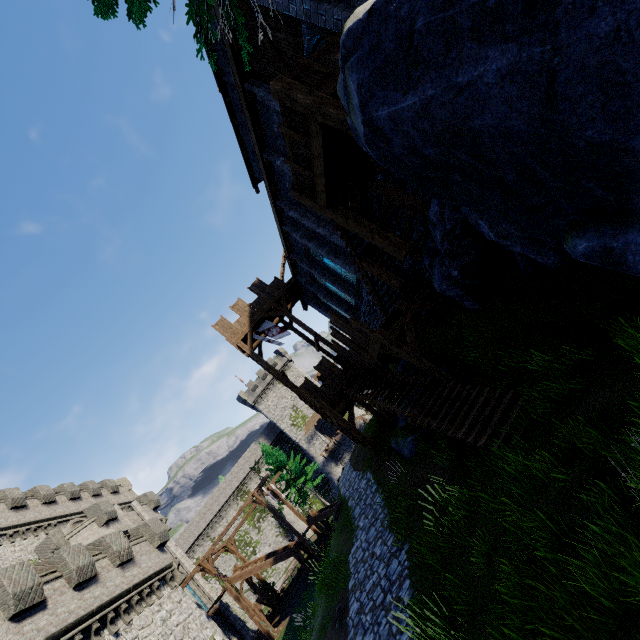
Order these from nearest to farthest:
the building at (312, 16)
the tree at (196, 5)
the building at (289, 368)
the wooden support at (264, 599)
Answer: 1. the tree at (196, 5)
2. the building at (312, 16)
3. the wooden support at (264, 599)
4. the building at (289, 368)

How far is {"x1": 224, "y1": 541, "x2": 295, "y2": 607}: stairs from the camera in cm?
2605

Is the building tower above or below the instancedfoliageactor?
above

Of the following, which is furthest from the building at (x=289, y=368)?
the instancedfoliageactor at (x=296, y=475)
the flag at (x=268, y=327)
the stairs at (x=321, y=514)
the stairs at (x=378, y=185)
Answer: the stairs at (x=378, y=185)

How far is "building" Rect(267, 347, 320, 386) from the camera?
56.2 meters

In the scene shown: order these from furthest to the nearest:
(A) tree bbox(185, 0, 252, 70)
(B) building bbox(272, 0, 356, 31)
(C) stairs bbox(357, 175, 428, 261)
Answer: (C) stairs bbox(357, 175, 428, 261) → (B) building bbox(272, 0, 356, 31) → (A) tree bbox(185, 0, 252, 70)

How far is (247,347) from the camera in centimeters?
2283cm

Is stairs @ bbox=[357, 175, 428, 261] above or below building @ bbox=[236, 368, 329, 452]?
below
